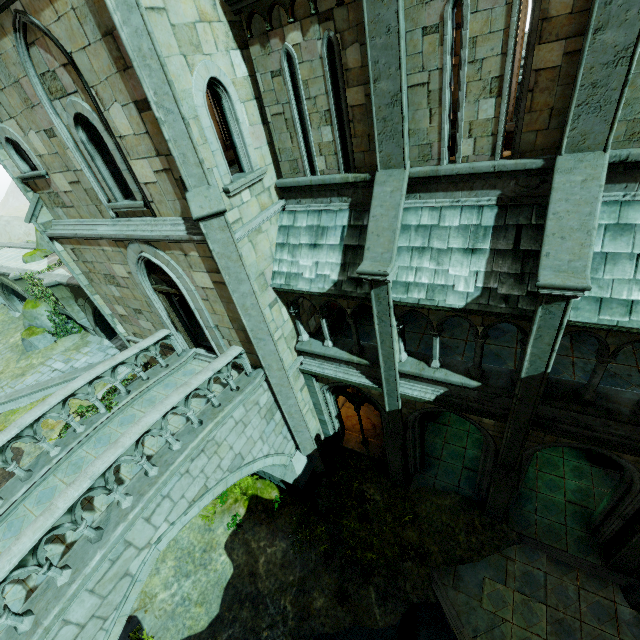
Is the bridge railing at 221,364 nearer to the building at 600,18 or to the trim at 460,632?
the building at 600,18

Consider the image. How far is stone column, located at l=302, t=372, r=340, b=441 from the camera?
11.27m

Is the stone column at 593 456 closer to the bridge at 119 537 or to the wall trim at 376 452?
the wall trim at 376 452

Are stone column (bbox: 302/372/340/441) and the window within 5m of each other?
yes

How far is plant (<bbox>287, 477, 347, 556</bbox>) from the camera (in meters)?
11.38

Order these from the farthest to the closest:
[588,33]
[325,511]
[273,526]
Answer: [273,526] < [325,511] < [588,33]

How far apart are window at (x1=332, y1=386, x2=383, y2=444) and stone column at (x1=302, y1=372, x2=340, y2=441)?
0.06m

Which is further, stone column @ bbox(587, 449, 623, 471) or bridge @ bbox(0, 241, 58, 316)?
bridge @ bbox(0, 241, 58, 316)
